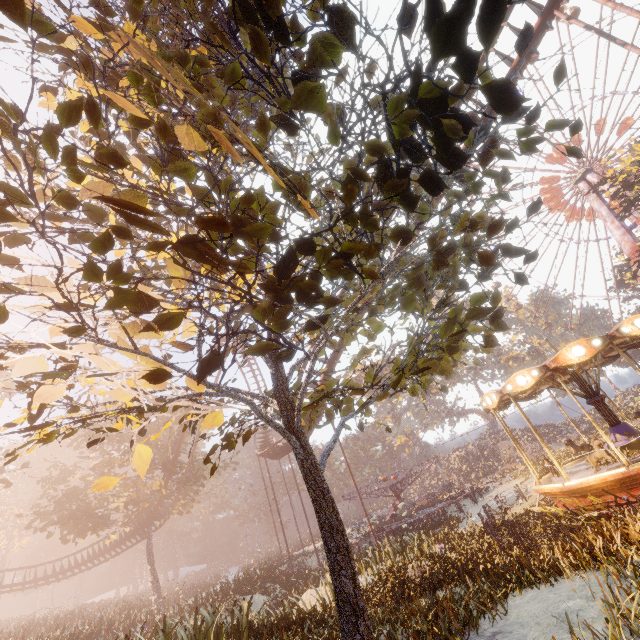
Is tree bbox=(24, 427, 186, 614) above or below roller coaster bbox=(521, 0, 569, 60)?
below

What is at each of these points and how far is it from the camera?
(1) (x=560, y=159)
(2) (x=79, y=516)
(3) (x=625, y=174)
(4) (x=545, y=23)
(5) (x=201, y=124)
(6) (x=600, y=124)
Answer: (1) ferris wheel, 45.8 meters
(2) tree, 27.4 meters
(3) tree, 26.6 meters
(4) roller coaster, 12.6 meters
(5) instancedfoliageactor, 1.9 meters
(6) ferris wheel, 40.8 meters

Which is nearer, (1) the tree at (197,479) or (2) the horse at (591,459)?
(2) the horse at (591,459)

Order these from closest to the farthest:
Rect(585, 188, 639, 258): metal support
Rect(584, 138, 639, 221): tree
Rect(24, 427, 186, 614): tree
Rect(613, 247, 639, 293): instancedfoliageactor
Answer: Rect(584, 138, 639, 221): tree → Rect(24, 427, 186, 614): tree → Rect(585, 188, 639, 258): metal support → Rect(613, 247, 639, 293): instancedfoliageactor

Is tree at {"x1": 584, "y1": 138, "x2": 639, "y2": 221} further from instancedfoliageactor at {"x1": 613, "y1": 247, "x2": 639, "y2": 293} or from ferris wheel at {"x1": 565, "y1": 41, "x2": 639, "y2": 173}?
instancedfoliageactor at {"x1": 613, "y1": 247, "x2": 639, "y2": 293}

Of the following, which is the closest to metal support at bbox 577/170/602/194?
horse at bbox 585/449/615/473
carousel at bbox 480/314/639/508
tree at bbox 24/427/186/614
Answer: carousel at bbox 480/314/639/508

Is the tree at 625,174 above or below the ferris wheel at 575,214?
below

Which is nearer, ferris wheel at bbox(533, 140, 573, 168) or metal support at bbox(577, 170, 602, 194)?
metal support at bbox(577, 170, 602, 194)
